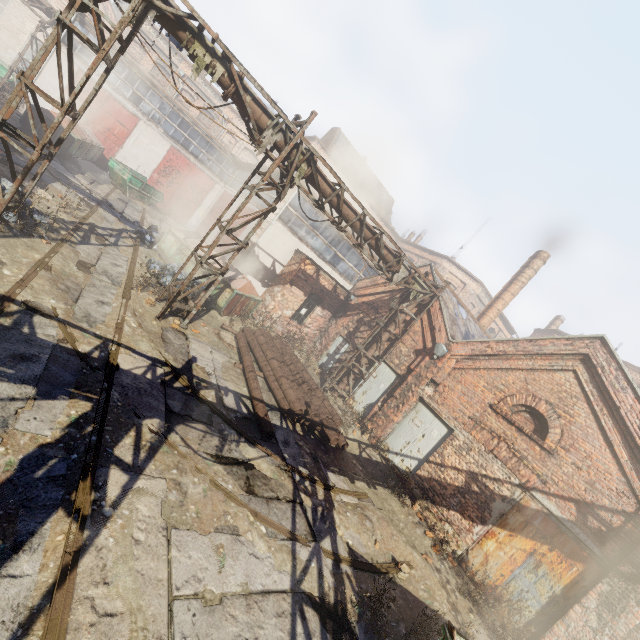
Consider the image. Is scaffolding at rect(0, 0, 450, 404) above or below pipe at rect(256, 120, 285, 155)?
below

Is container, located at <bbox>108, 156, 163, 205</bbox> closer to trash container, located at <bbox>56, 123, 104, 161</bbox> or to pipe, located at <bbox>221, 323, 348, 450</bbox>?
trash container, located at <bbox>56, 123, 104, 161</bbox>

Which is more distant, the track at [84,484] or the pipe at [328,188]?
the pipe at [328,188]

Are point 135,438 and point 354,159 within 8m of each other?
no

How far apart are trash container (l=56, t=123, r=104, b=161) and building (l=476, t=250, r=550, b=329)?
23.82m

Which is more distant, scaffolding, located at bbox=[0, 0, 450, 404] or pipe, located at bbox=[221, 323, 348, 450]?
pipe, located at bbox=[221, 323, 348, 450]

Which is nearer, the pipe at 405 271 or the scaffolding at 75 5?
the scaffolding at 75 5

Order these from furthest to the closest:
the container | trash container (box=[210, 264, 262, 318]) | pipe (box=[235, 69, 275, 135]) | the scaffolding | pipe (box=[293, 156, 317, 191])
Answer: the container, trash container (box=[210, 264, 262, 318]), pipe (box=[293, 156, 317, 191]), pipe (box=[235, 69, 275, 135]), the scaffolding
